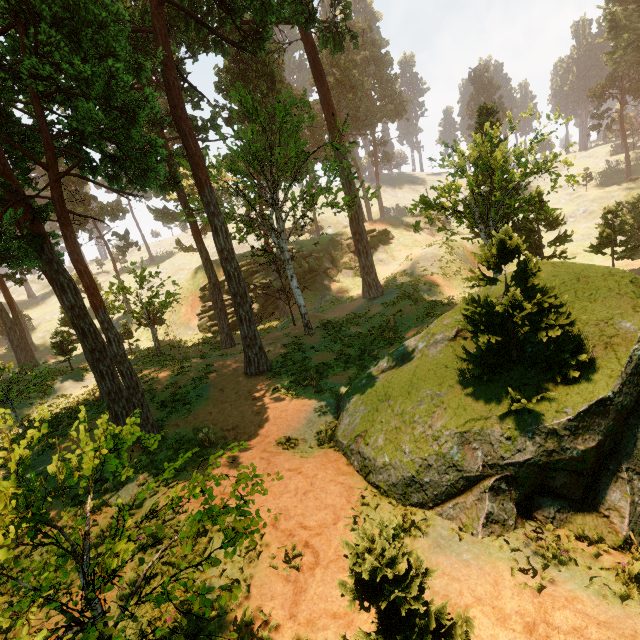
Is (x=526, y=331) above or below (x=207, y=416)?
above

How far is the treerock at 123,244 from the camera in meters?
44.6 m

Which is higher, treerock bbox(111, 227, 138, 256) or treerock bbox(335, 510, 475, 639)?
treerock bbox(111, 227, 138, 256)

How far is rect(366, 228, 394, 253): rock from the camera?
44.06m

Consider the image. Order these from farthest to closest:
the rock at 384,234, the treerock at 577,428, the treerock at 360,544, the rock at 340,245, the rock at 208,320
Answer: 1. the rock at 384,234
2. the rock at 340,245
3. the rock at 208,320
4. the treerock at 577,428
5. the treerock at 360,544

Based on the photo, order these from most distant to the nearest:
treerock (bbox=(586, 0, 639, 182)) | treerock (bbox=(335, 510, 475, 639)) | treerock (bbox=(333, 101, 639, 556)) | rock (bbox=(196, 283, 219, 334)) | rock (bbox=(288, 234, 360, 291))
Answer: treerock (bbox=(586, 0, 639, 182)) < rock (bbox=(288, 234, 360, 291)) < rock (bbox=(196, 283, 219, 334)) < treerock (bbox=(333, 101, 639, 556)) < treerock (bbox=(335, 510, 475, 639))
